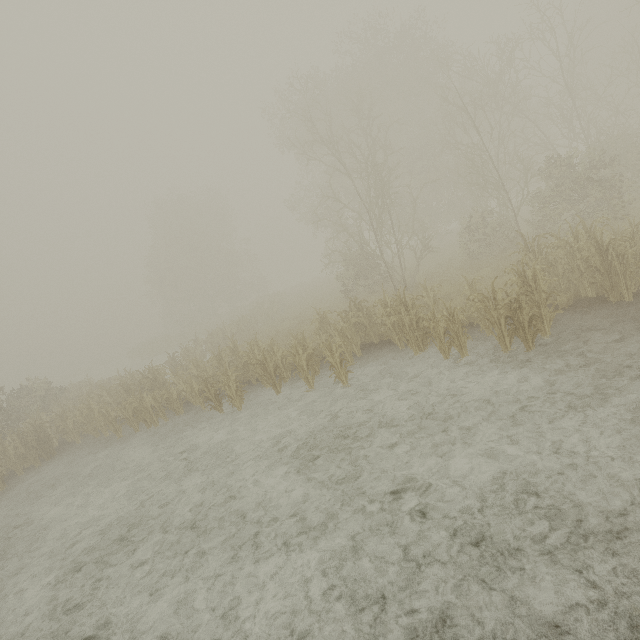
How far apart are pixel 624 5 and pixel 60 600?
58.9 meters
